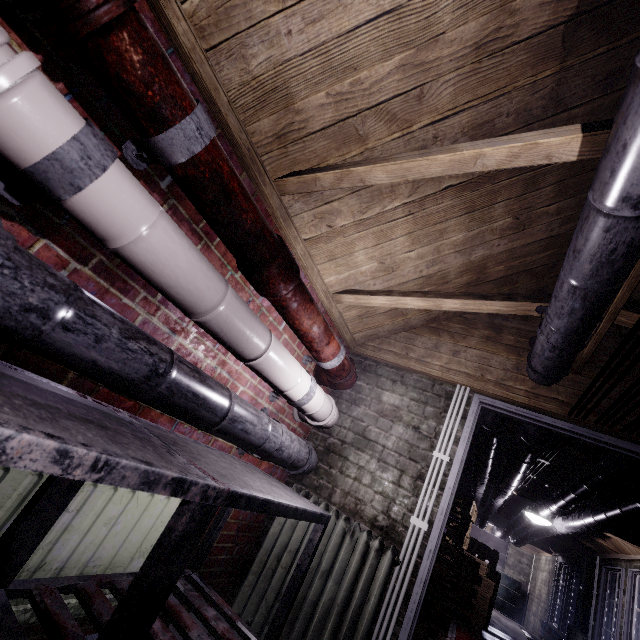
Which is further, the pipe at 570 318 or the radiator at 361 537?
the radiator at 361 537

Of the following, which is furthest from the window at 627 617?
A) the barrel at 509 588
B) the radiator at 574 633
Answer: the barrel at 509 588

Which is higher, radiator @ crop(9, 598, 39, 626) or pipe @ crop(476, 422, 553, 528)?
pipe @ crop(476, 422, 553, 528)

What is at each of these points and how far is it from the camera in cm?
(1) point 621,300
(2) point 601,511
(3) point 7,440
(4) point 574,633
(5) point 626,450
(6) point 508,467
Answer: (1) beam, 148
(2) pipe, 299
(3) table, 48
(4) radiator, 534
(5) door, 187
(6) pipe, 311

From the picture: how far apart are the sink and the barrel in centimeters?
1cm

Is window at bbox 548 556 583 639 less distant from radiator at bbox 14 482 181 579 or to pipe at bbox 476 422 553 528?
pipe at bbox 476 422 553 528

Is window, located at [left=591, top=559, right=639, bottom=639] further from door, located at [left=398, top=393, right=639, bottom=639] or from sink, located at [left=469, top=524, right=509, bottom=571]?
sink, located at [left=469, top=524, right=509, bottom=571]

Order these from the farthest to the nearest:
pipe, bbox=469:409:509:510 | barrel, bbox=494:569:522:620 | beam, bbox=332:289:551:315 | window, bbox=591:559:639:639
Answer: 1. barrel, bbox=494:569:522:620
2. window, bbox=591:559:639:639
3. pipe, bbox=469:409:509:510
4. beam, bbox=332:289:551:315
